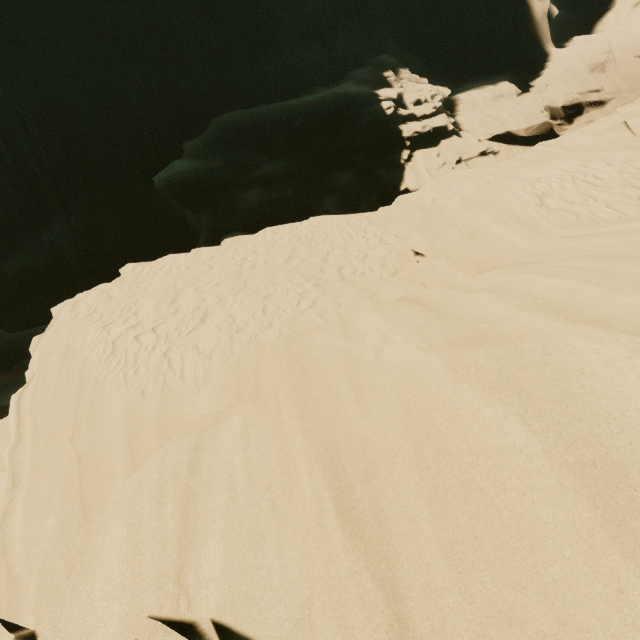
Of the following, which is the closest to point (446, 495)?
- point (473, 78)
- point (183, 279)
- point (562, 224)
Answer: point (562, 224)
